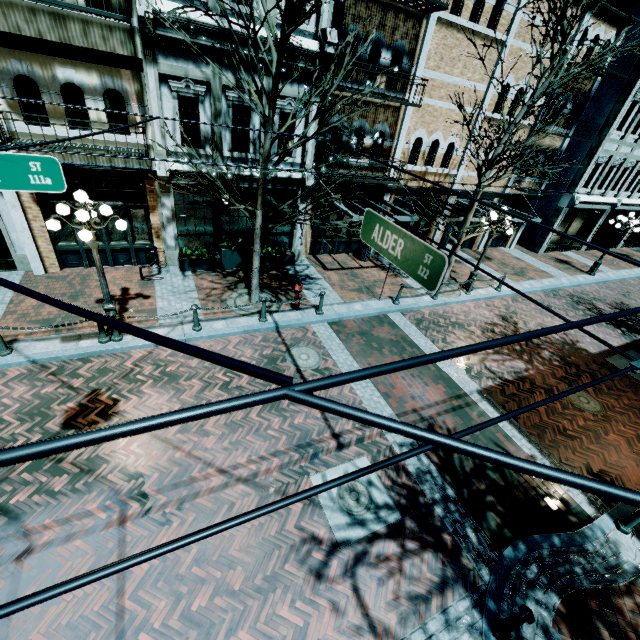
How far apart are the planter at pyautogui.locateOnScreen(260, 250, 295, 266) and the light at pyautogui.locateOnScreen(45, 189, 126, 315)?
5.8m

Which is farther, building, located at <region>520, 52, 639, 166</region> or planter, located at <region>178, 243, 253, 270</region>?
building, located at <region>520, 52, 639, 166</region>

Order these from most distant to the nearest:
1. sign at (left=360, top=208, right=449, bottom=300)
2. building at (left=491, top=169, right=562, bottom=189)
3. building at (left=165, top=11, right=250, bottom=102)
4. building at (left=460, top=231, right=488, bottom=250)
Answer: building at (left=460, top=231, right=488, bottom=250) < building at (left=491, top=169, right=562, bottom=189) < building at (left=165, top=11, right=250, bottom=102) < sign at (left=360, top=208, right=449, bottom=300)

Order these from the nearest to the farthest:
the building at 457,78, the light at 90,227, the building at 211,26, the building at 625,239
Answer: the light at 90,227
the building at 211,26
the building at 457,78
the building at 625,239

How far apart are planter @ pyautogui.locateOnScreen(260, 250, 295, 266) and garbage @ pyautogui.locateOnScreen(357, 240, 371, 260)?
3.4m

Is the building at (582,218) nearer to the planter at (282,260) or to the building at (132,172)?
the building at (132,172)

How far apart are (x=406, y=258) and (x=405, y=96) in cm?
1170

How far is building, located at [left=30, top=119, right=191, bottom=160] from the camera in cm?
885
